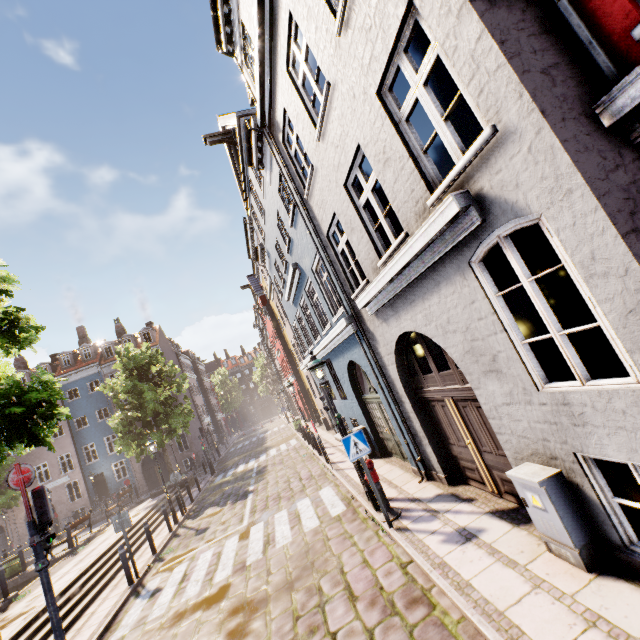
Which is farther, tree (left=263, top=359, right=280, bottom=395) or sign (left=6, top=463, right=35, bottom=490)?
tree (left=263, top=359, right=280, bottom=395)

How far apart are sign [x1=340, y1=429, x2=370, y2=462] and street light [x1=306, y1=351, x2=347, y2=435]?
1.5m

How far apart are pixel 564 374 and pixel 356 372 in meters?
5.9

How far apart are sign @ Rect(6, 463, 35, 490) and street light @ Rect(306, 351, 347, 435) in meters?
6.3

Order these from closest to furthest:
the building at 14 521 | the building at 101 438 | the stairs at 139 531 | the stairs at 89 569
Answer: the stairs at 89 569, the stairs at 139 531, the building at 14 521, the building at 101 438

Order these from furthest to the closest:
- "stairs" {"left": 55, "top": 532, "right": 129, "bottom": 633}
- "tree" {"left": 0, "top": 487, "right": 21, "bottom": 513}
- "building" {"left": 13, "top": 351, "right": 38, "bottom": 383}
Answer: "building" {"left": 13, "top": 351, "right": 38, "bottom": 383} → "tree" {"left": 0, "top": 487, "right": 21, "bottom": 513} → "stairs" {"left": 55, "top": 532, "right": 129, "bottom": 633}

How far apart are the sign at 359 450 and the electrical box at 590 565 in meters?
2.7 m

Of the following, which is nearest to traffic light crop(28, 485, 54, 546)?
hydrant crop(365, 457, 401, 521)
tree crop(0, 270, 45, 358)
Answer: tree crop(0, 270, 45, 358)
